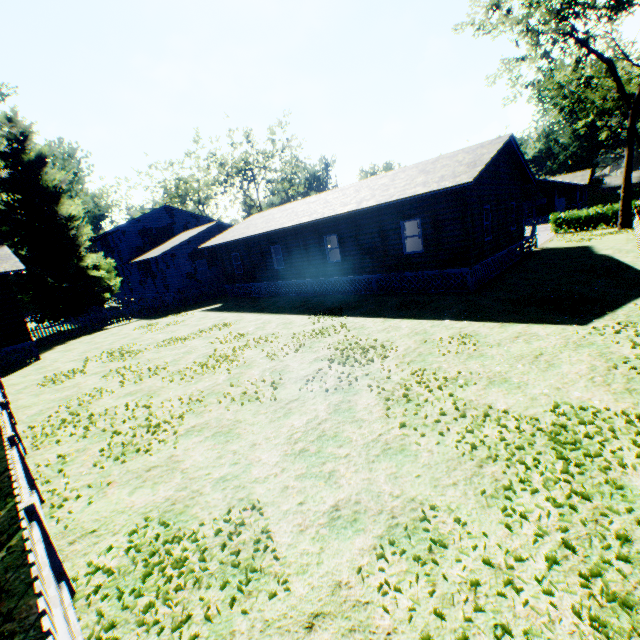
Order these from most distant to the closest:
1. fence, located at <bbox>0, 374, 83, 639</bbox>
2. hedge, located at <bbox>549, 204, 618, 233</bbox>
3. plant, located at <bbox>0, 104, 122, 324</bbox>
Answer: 1. hedge, located at <bbox>549, 204, 618, 233</bbox>
2. plant, located at <bbox>0, 104, 122, 324</bbox>
3. fence, located at <bbox>0, 374, 83, 639</bbox>

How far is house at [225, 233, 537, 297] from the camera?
14.6 meters

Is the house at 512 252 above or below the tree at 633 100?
below

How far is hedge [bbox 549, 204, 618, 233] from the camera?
28.16m

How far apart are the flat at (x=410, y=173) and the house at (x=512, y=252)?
3.2 meters

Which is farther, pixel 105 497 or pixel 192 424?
pixel 192 424

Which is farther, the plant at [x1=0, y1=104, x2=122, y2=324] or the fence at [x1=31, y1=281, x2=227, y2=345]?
the plant at [x1=0, y1=104, x2=122, y2=324]

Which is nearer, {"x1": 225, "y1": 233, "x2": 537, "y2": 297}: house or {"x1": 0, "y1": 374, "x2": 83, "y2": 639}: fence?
{"x1": 0, "y1": 374, "x2": 83, "y2": 639}: fence
